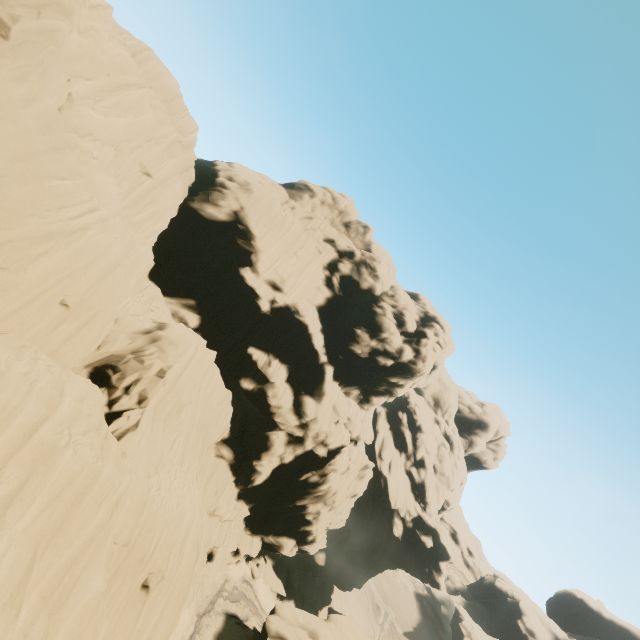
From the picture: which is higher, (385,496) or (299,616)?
(385,496)

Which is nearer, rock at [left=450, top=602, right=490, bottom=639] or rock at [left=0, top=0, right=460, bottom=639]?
rock at [left=0, top=0, right=460, bottom=639]

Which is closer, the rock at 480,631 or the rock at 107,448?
the rock at 107,448
